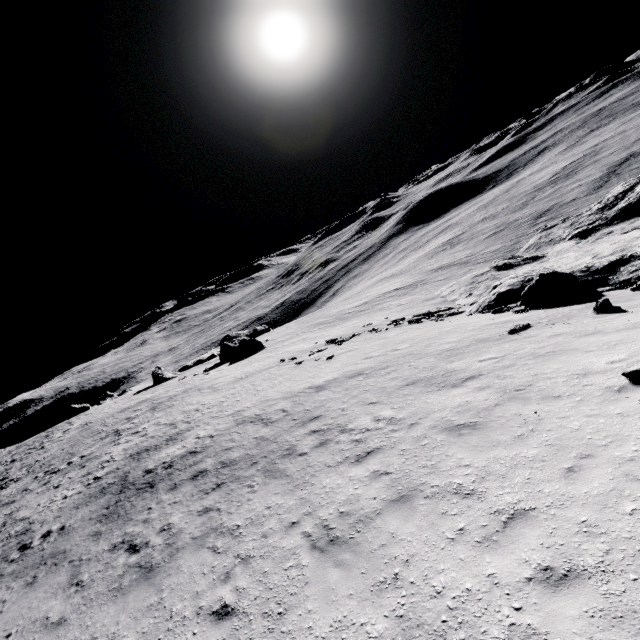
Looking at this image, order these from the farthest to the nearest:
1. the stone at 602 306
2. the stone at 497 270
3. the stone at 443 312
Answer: the stone at 443 312 < the stone at 497 270 < the stone at 602 306

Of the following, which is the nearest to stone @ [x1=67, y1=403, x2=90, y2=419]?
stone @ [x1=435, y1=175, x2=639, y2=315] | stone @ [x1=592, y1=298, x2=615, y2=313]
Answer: stone @ [x1=435, y1=175, x2=639, y2=315]

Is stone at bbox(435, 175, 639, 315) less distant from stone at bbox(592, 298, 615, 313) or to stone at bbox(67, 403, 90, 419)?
stone at bbox(592, 298, 615, 313)

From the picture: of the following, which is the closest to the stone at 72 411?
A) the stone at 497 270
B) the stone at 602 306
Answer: the stone at 497 270

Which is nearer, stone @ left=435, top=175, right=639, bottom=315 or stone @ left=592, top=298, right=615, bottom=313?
stone @ left=592, top=298, right=615, bottom=313

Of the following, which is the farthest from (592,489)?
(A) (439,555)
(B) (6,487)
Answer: (B) (6,487)
